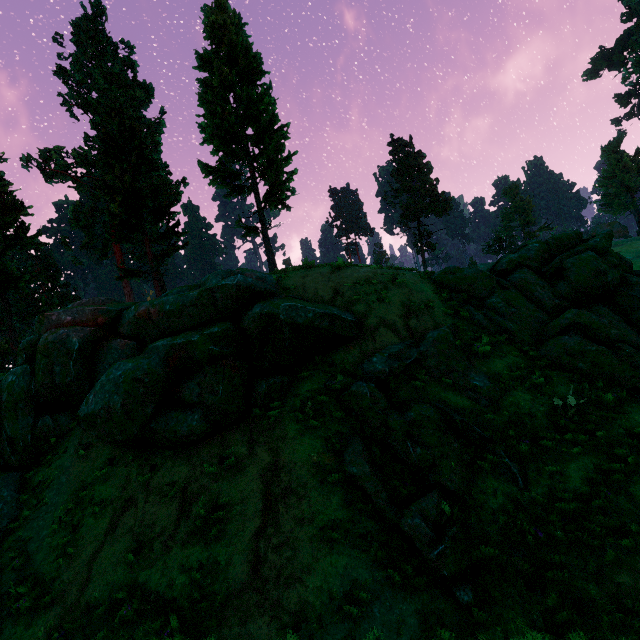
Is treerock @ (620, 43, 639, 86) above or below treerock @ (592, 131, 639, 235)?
above

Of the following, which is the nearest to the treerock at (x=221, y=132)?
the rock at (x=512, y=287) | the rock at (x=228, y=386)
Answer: the rock at (x=228, y=386)

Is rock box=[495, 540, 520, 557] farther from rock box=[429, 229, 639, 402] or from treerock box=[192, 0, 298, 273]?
treerock box=[192, 0, 298, 273]

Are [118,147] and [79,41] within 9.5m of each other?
no

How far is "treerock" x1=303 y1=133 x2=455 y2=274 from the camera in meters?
15.0

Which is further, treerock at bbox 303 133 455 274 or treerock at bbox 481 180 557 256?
treerock at bbox 481 180 557 256

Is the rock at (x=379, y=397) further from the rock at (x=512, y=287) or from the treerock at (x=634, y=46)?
the treerock at (x=634, y=46)

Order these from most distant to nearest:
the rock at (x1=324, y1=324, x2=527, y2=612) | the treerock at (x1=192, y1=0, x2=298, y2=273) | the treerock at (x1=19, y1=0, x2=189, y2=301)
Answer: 1. the treerock at (x1=19, y1=0, x2=189, y2=301)
2. the treerock at (x1=192, y1=0, x2=298, y2=273)
3. the rock at (x1=324, y1=324, x2=527, y2=612)
